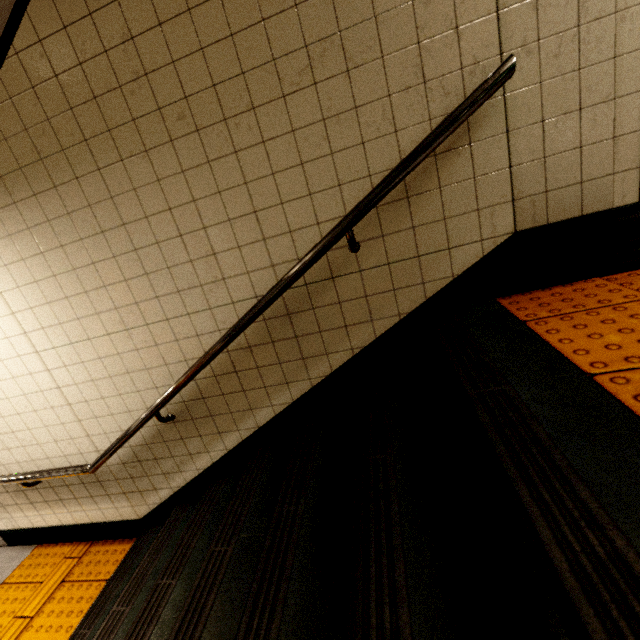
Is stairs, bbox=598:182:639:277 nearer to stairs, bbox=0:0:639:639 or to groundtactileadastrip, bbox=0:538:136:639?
stairs, bbox=0:0:639:639

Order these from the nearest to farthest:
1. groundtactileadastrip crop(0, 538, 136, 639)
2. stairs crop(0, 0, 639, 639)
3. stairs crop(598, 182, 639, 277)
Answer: stairs crop(0, 0, 639, 639), stairs crop(598, 182, 639, 277), groundtactileadastrip crop(0, 538, 136, 639)

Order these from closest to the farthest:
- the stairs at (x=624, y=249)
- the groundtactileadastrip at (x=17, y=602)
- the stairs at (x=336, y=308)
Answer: the stairs at (x=336, y=308) < the stairs at (x=624, y=249) < the groundtactileadastrip at (x=17, y=602)

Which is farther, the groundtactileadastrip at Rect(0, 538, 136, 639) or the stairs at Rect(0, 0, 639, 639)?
the groundtactileadastrip at Rect(0, 538, 136, 639)

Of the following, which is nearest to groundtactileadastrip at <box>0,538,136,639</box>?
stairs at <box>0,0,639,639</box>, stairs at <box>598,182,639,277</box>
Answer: stairs at <box>0,0,639,639</box>

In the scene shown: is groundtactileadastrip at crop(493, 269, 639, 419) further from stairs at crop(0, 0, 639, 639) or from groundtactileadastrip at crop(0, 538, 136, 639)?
groundtactileadastrip at crop(0, 538, 136, 639)

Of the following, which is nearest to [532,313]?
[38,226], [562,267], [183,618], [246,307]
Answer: [562,267]

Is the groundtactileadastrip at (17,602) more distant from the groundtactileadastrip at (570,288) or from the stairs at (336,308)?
the groundtactileadastrip at (570,288)
